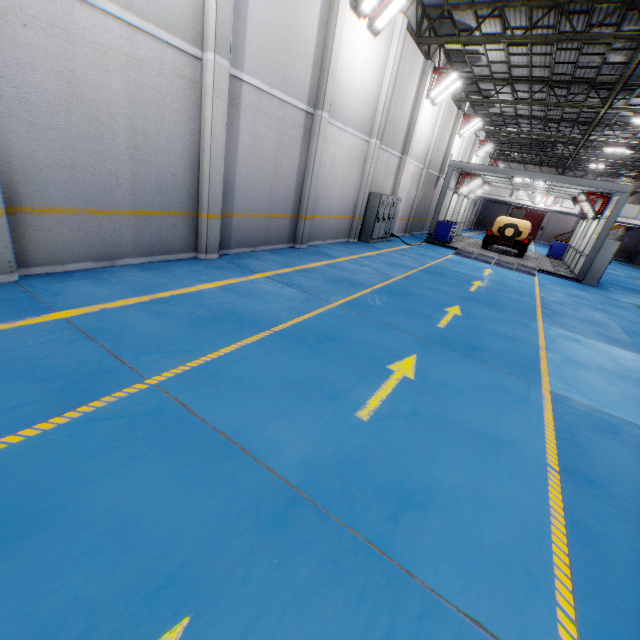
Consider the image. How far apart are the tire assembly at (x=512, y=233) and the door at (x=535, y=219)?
30.8 meters

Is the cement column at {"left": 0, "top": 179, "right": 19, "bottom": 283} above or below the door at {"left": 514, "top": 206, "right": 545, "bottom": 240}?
below

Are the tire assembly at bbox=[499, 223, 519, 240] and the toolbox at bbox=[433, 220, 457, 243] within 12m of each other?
yes

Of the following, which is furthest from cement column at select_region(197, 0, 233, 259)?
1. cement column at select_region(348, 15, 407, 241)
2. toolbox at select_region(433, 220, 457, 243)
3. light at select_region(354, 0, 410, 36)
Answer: toolbox at select_region(433, 220, 457, 243)

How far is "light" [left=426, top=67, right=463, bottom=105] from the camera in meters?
15.0

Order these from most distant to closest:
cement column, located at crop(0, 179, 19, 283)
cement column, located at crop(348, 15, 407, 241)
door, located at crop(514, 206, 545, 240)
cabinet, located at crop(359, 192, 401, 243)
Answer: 1. door, located at crop(514, 206, 545, 240)
2. cabinet, located at crop(359, 192, 401, 243)
3. cement column, located at crop(348, 15, 407, 241)
4. cement column, located at crop(0, 179, 19, 283)

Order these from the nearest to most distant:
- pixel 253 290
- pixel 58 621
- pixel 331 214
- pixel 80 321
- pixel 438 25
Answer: pixel 58 621
pixel 80 321
pixel 253 290
pixel 331 214
pixel 438 25

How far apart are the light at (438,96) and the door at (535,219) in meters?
35.0 m
